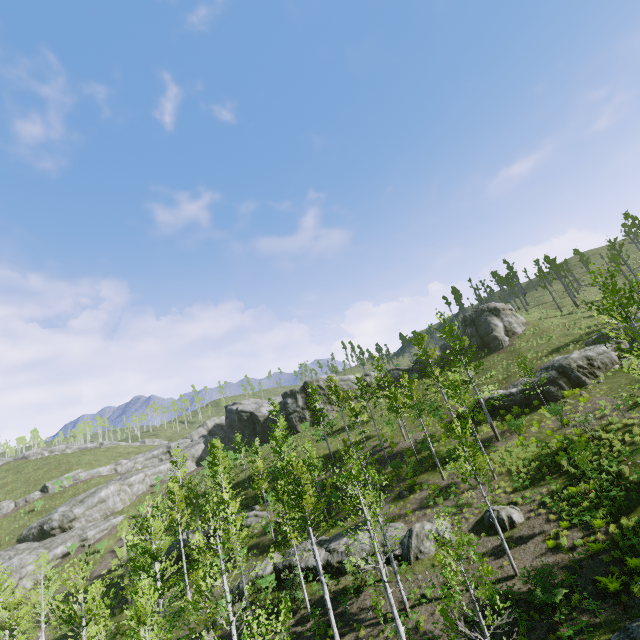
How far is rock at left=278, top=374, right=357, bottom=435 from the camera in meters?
51.8 m

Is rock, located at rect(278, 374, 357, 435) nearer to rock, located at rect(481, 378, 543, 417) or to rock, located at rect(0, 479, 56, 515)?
rock, located at rect(0, 479, 56, 515)

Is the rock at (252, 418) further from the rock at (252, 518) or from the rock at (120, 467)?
the rock at (252, 518)

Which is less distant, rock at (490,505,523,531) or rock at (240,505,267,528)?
rock at (490,505,523,531)

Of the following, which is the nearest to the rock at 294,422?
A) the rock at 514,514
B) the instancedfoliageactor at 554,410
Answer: the instancedfoliageactor at 554,410

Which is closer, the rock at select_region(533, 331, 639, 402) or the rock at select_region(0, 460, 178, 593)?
the rock at select_region(533, 331, 639, 402)

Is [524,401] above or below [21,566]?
above
